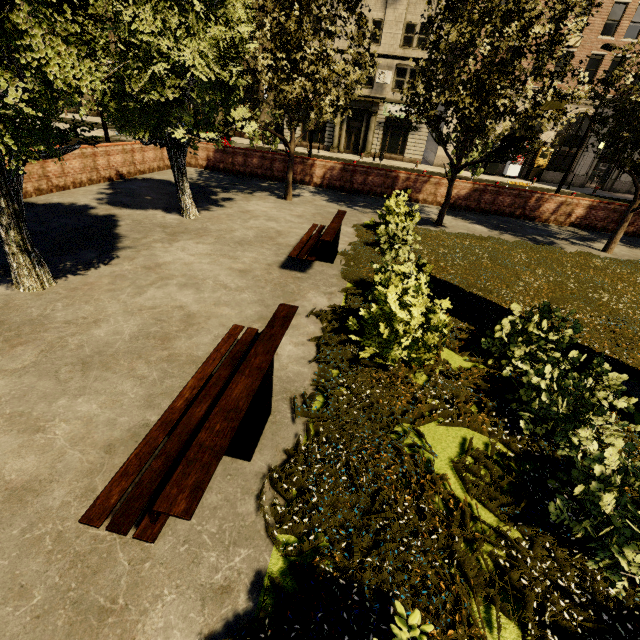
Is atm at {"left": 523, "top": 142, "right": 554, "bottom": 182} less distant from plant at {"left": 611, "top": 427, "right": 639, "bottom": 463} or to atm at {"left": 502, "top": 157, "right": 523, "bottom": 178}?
atm at {"left": 502, "top": 157, "right": 523, "bottom": 178}

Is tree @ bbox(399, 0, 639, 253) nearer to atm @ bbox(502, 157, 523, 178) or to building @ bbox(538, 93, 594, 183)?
building @ bbox(538, 93, 594, 183)

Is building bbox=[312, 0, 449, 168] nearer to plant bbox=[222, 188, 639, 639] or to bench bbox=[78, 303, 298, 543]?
bench bbox=[78, 303, 298, 543]

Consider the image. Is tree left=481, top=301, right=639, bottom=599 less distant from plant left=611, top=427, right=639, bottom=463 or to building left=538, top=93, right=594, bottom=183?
plant left=611, top=427, right=639, bottom=463

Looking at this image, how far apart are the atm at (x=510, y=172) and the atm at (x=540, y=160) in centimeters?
90cm

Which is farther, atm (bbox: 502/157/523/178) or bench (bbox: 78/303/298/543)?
atm (bbox: 502/157/523/178)

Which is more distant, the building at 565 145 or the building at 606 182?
the building at 606 182

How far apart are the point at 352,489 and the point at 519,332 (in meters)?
3.45
